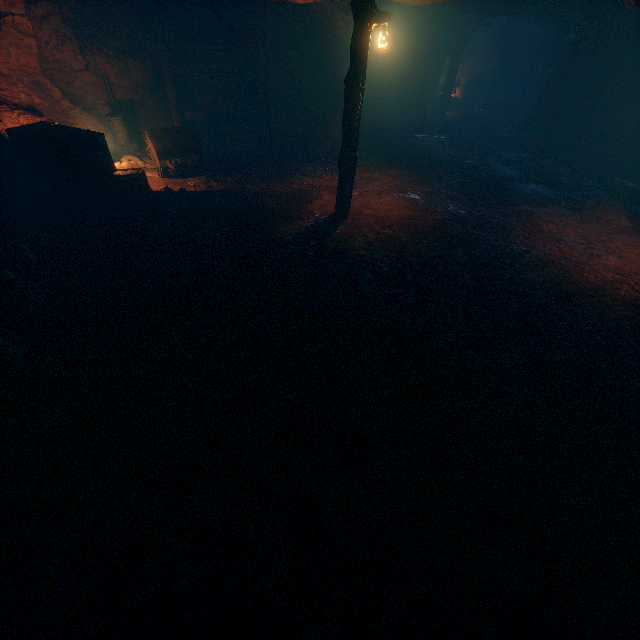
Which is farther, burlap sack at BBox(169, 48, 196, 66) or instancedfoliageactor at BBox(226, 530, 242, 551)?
burlap sack at BBox(169, 48, 196, 66)

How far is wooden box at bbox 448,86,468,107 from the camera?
21.3 meters

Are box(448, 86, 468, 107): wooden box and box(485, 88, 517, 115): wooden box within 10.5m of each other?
yes

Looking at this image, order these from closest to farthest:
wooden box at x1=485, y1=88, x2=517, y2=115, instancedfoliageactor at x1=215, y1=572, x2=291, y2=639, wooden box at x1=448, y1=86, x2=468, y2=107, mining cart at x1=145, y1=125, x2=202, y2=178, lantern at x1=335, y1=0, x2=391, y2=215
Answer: instancedfoliageactor at x1=215, y1=572, x2=291, y2=639 → lantern at x1=335, y1=0, x2=391, y2=215 → mining cart at x1=145, y1=125, x2=202, y2=178 → wooden box at x1=485, y1=88, x2=517, y2=115 → wooden box at x1=448, y1=86, x2=468, y2=107

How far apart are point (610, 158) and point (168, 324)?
17.7m

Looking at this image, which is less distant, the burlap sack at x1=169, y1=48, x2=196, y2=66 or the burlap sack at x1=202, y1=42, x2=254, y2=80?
the burlap sack at x1=169, y1=48, x2=196, y2=66

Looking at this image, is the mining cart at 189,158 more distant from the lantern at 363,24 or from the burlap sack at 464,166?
the lantern at 363,24

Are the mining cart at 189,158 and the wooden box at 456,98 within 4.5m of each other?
no
